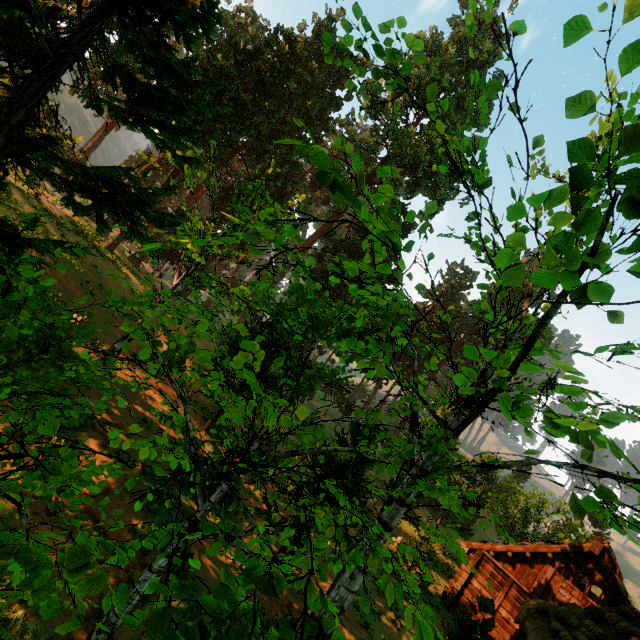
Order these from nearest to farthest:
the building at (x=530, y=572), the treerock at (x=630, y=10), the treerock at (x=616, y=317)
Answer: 1. the treerock at (x=630, y=10)
2. the treerock at (x=616, y=317)
3. the building at (x=530, y=572)

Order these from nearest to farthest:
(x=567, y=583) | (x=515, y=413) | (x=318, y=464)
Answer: (x=515, y=413)
(x=318, y=464)
(x=567, y=583)

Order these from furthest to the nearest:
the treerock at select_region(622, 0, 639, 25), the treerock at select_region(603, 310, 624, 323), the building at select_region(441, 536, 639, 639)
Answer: the building at select_region(441, 536, 639, 639)
the treerock at select_region(603, 310, 624, 323)
the treerock at select_region(622, 0, 639, 25)

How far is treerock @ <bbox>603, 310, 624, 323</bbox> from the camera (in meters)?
3.56

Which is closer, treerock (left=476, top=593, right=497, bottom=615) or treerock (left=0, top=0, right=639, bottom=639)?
treerock (left=0, top=0, right=639, bottom=639)

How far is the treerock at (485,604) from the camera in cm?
1176

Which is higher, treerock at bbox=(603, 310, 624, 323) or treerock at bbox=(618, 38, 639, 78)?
treerock at bbox=(618, 38, 639, 78)
